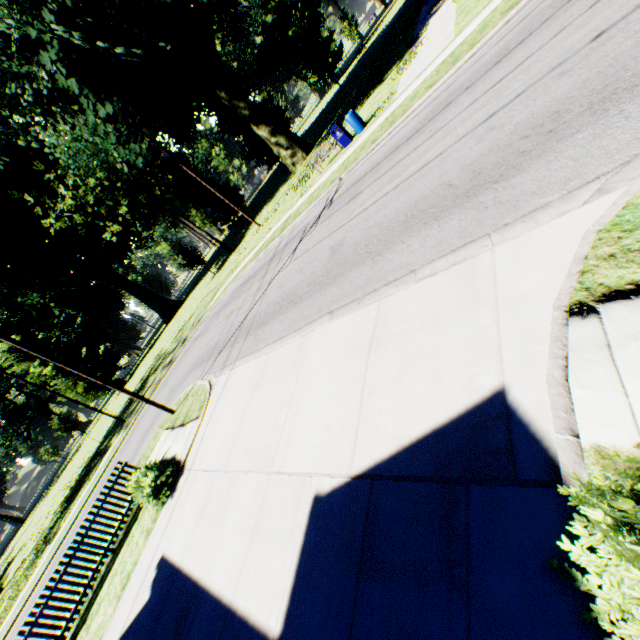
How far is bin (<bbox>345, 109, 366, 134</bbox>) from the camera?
16.1m

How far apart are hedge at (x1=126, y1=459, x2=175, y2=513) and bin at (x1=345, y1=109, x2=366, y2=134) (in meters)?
16.98

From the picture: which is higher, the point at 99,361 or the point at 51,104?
the point at 51,104

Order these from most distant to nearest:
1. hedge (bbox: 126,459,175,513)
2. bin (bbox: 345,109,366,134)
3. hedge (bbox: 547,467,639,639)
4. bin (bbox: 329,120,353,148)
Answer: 1. bin (bbox: 329,120,353,148)
2. bin (bbox: 345,109,366,134)
3. hedge (bbox: 126,459,175,513)
4. hedge (bbox: 547,467,639,639)

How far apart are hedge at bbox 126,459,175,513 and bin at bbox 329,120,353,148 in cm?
1683

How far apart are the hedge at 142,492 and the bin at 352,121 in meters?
17.0

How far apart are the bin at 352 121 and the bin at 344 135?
0.4m

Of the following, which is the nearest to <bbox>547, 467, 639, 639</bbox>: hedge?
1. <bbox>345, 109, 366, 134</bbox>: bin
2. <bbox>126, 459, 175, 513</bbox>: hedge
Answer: <bbox>126, 459, 175, 513</bbox>: hedge
